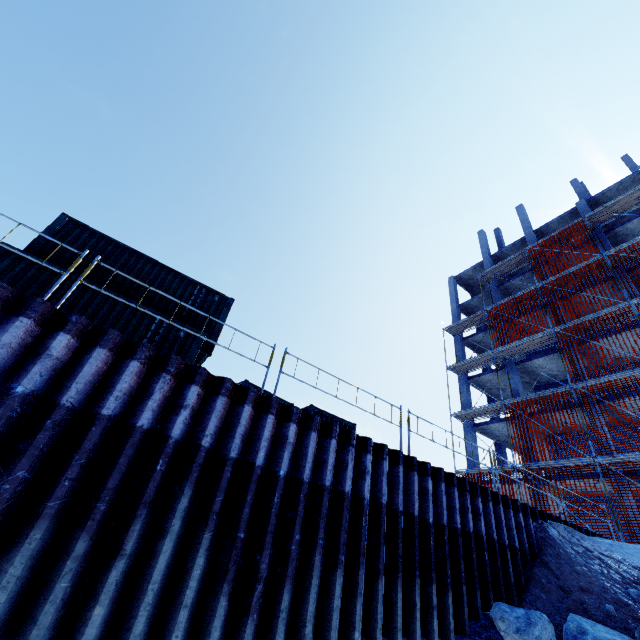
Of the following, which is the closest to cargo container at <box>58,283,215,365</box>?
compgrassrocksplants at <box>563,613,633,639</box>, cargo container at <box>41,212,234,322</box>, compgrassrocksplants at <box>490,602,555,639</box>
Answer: cargo container at <box>41,212,234,322</box>

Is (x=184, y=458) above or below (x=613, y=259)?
below

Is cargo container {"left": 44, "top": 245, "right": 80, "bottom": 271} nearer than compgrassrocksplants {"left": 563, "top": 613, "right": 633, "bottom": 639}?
No

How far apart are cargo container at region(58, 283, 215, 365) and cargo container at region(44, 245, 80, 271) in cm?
116

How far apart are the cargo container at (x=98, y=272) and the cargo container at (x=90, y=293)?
1.2 meters

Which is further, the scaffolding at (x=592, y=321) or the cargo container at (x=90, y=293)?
the scaffolding at (x=592, y=321)

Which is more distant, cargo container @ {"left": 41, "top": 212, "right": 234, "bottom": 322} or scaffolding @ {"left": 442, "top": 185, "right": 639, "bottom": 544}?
scaffolding @ {"left": 442, "top": 185, "right": 639, "bottom": 544}

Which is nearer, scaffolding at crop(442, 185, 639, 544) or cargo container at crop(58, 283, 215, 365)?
cargo container at crop(58, 283, 215, 365)
